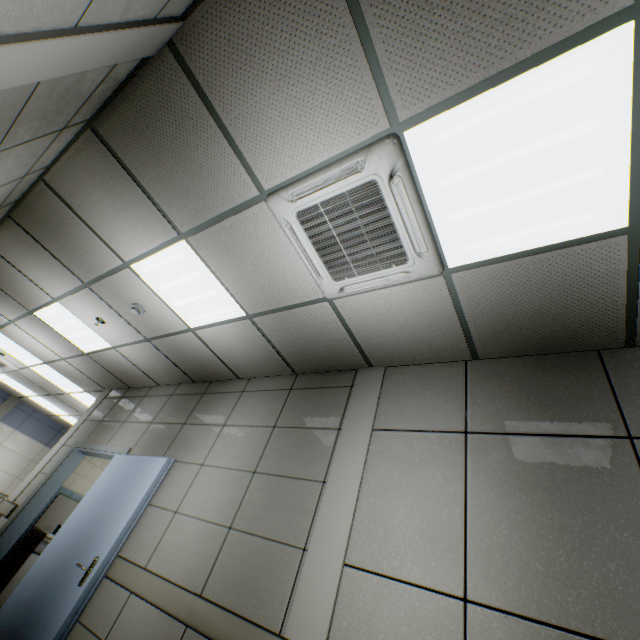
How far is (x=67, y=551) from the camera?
3.38m

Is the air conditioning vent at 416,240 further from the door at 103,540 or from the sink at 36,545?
the sink at 36,545

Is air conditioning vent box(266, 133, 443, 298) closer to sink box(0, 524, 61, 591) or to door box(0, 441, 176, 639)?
door box(0, 441, 176, 639)

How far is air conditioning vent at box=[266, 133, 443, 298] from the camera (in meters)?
1.92

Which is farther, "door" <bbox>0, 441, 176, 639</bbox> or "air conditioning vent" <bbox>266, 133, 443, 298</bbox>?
"door" <bbox>0, 441, 176, 639</bbox>

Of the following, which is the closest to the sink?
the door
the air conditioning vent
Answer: the door

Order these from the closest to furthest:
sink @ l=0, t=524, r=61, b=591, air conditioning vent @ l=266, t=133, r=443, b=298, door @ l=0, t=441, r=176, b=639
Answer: air conditioning vent @ l=266, t=133, r=443, b=298 < door @ l=0, t=441, r=176, b=639 < sink @ l=0, t=524, r=61, b=591
